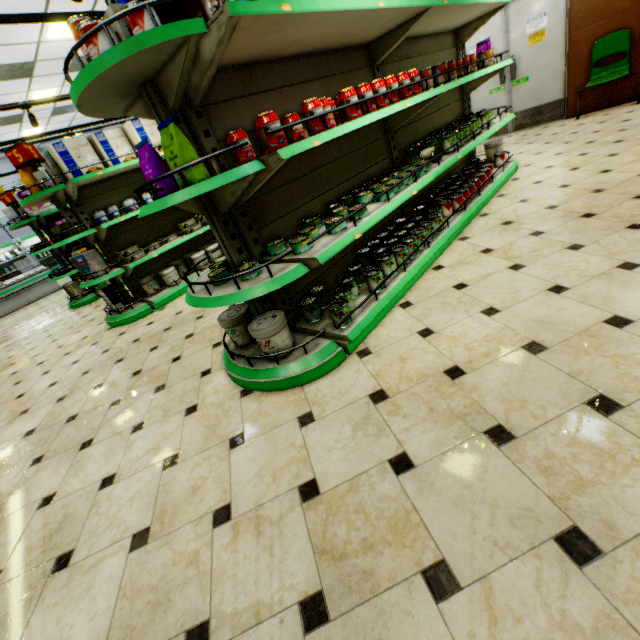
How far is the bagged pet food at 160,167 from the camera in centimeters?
165cm

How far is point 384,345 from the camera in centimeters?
221cm

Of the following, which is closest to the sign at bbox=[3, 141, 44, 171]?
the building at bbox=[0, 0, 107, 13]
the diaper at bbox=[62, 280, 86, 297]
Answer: the building at bbox=[0, 0, 107, 13]

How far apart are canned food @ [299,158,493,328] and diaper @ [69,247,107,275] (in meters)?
4.16

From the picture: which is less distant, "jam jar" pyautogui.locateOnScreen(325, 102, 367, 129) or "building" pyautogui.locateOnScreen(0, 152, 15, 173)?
"jam jar" pyautogui.locateOnScreen(325, 102, 367, 129)

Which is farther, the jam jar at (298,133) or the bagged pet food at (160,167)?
the jam jar at (298,133)

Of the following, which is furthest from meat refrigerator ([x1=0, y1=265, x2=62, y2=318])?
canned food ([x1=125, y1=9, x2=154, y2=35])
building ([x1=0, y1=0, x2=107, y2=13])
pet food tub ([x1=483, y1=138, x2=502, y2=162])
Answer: pet food tub ([x1=483, y1=138, x2=502, y2=162])

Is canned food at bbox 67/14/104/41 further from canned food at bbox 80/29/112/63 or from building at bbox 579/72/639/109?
building at bbox 579/72/639/109
